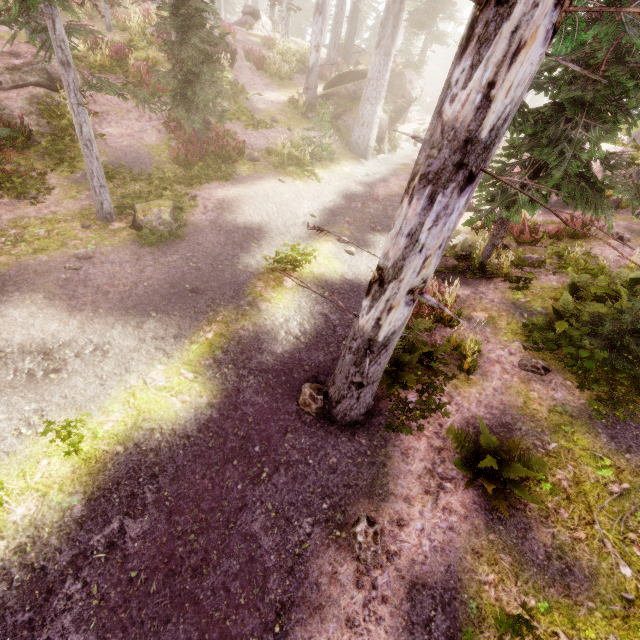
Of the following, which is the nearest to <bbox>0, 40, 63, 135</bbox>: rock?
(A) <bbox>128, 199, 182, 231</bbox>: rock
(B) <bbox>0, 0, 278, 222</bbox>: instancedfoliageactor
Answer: (B) <bbox>0, 0, 278, 222</bbox>: instancedfoliageactor

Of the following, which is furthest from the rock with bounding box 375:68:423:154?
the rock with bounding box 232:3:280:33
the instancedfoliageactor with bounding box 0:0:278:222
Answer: the rock with bounding box 232:3:280:33

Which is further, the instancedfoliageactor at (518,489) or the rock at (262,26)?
the rock at (262,26)

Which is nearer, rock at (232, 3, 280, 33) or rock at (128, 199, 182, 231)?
rock at (128, 199, 182, 231)

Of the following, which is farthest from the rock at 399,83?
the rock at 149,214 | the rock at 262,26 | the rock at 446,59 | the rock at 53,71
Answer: the rock at 446,59

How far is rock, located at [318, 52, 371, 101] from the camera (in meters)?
18.86

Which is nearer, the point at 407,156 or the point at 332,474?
the point at 332,474
